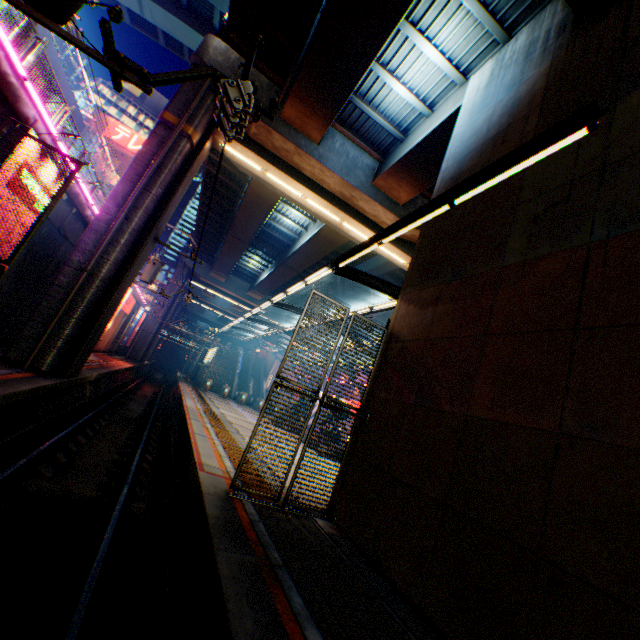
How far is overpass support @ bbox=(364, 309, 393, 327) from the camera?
32.7m

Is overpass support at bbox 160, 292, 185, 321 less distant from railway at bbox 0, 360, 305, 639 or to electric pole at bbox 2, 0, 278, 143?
railway at bbox 0, 360, 305, 639

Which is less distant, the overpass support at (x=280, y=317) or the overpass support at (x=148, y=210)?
the overpass support at (x=148, y=210)

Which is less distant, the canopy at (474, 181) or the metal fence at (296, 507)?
the canopy at (474, 181)

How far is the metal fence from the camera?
7.12m

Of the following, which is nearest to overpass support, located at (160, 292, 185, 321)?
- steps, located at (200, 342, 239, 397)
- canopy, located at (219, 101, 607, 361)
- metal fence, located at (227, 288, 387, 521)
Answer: metal fence, located at (227, 288, 387, 521)

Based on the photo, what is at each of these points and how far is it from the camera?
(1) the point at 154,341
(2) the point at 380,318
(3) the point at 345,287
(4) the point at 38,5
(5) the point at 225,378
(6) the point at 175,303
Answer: (1) overpass support, 41.5 meters
(2) overpass support, 35.1 meters
(3) overpass support, 35.1 meters
(4) electric pole, 4.2 meters
(5) steps, 41.4 meters
(6) overpass support, 43.0 meters
